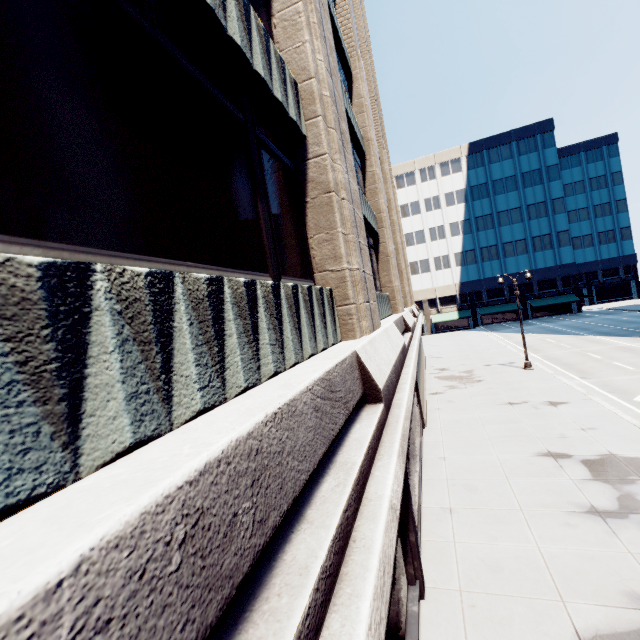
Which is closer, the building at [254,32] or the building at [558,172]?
the building at [254,32]

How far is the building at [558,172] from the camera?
53.44m

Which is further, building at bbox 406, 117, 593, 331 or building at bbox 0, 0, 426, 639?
building at bbox 406, 117, 593, 331

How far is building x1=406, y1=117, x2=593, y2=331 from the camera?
53.4 meters

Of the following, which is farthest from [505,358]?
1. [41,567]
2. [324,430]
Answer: [41,567]
